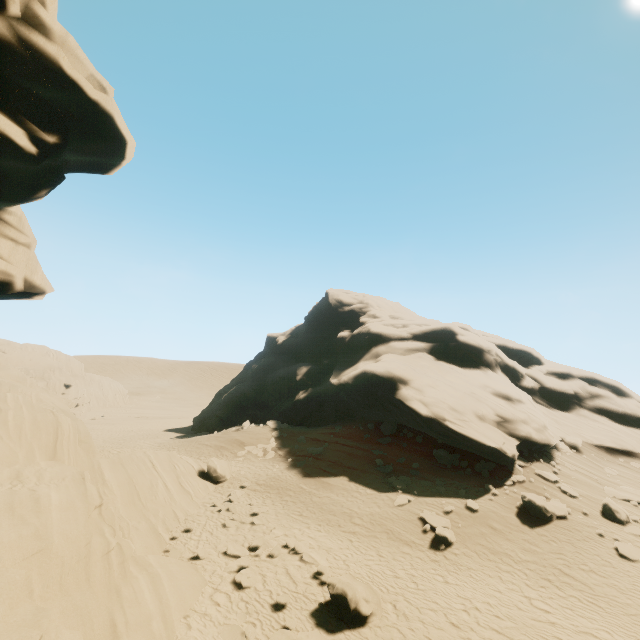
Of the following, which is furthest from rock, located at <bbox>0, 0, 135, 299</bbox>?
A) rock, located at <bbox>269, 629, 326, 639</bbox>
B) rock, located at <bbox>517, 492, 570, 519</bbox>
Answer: rock, located at <bbox>517, 492, 570, 519</bbox>

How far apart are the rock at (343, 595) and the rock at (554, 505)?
10.2 meters

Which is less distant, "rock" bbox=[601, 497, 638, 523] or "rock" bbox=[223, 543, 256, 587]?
"rock" bbox=[223, 543, 256, 587]

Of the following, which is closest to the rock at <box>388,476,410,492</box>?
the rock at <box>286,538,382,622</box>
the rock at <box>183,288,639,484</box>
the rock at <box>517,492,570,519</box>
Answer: the rock at <box>286,538,382,622</box>

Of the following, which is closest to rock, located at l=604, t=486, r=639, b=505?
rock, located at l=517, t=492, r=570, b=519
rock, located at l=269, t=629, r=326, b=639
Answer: rock, located at l=517, t=492, r=570, b=519

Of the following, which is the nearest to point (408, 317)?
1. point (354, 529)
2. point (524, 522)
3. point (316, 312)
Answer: point (316, 312)

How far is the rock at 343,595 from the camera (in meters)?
9.50

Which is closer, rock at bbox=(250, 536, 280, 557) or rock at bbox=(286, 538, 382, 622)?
rock at bbox=(286, 538, 382, 622)
